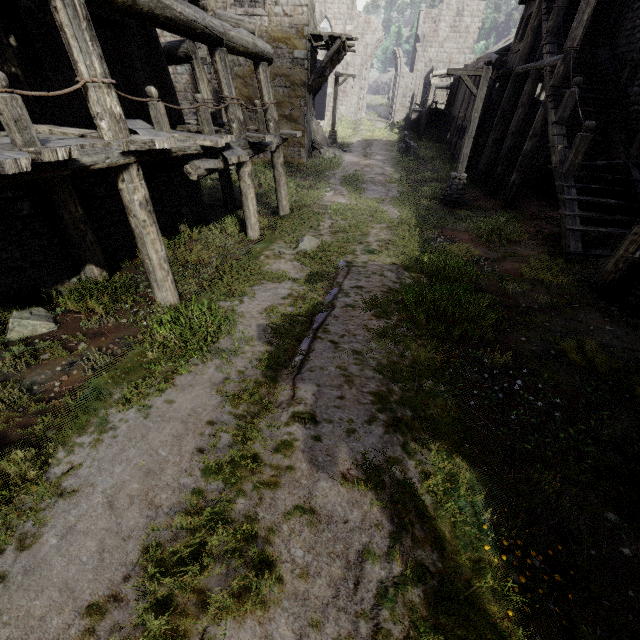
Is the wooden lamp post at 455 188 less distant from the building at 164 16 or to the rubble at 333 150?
the building at 164 16

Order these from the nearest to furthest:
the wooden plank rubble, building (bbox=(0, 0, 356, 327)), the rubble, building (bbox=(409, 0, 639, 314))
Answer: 1. building (bbox=(0, 0, 356, 327))
2. building (bbox=(409, 0, 639, 314))
3. the wooden plank rubble
4. the rubble

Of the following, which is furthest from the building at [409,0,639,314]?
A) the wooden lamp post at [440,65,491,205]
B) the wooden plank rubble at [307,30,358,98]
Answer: the wooden lamp post at [440,65,491,205]

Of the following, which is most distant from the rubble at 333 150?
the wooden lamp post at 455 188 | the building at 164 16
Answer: the wooden lamp post at 455 188

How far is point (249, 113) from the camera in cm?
1853

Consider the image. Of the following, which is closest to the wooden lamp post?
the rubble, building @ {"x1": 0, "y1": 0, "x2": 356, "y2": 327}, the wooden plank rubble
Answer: building @ {"x1": 0, "y1": 0, "x2": 356, "y2": 327}

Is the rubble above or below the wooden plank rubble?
below

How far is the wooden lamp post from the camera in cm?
1173
